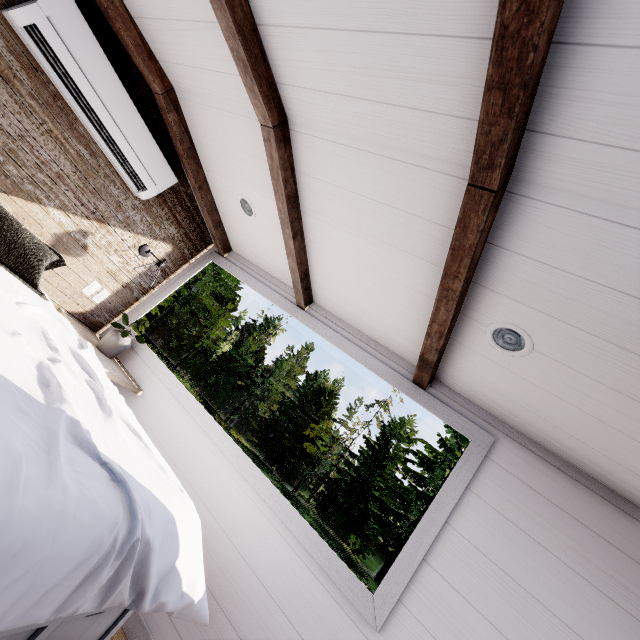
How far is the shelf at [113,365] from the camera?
2.3 meters

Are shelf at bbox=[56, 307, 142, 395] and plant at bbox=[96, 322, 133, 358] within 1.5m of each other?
yes

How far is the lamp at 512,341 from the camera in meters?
1.5 m

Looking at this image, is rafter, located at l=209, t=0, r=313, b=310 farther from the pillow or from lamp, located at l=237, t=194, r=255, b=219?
the pillow

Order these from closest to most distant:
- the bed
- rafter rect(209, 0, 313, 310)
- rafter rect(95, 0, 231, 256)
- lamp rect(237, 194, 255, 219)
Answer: the bed
rafter rect(209, 0, 313, 310)
rafter rect(95, 0, 231, 256)
lamp rect(237, 194, 255, 219)

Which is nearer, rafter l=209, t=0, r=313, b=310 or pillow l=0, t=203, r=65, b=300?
rafter l=209, t=0, r=313, b=310

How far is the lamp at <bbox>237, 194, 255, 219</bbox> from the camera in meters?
2.5

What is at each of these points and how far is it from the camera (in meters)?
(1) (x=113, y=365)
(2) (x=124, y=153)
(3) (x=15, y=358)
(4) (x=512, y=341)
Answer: (1) shelf, 2.49
(2) air conditioner, 2.26
(3) bed, 1.09
(4) lamp, 1.54
